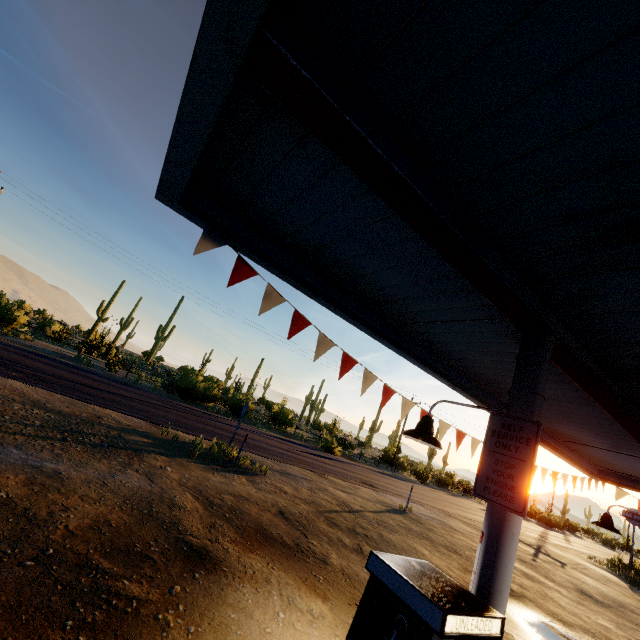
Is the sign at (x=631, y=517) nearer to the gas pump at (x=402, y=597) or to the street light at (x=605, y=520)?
the street light at (x=605, y=520)

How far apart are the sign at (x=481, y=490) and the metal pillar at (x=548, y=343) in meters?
0.0

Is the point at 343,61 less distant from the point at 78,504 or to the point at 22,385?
the point at 78,504

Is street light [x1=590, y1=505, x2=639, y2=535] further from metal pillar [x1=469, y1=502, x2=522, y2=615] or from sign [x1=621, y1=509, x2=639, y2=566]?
sign [x1=621, y1=509, x2=639, y2=566]

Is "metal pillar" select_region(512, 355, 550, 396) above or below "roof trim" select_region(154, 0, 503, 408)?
below

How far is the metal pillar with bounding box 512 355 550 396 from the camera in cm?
310

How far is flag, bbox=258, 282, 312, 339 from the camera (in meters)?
4.06

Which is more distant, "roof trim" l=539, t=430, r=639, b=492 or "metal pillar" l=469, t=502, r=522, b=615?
"roof trim" l=539, t=430, r=639, b=492
